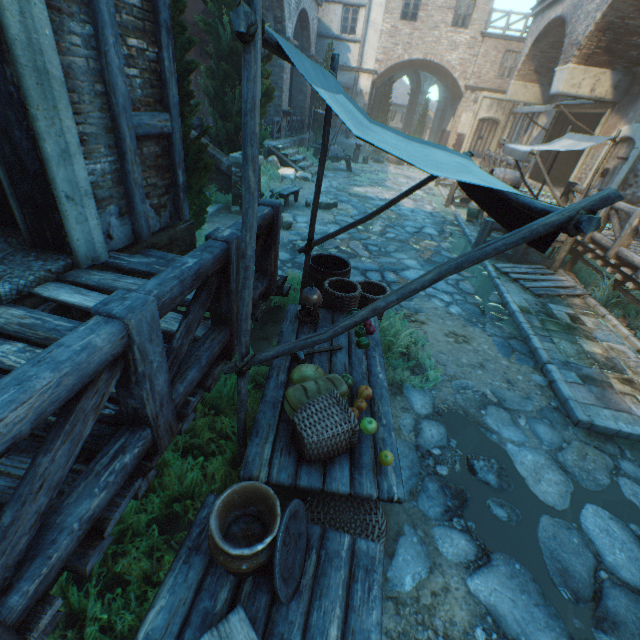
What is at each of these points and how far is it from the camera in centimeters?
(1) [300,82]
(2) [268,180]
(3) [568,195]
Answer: (1) building, 1923cm
(2) plants, 1188cm
(3) fence, 859cm

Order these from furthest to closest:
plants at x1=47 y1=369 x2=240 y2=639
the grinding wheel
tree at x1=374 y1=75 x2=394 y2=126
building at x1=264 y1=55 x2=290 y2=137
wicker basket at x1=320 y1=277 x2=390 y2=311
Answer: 1. tree at x1=374 y1=75 x2=394 y2=126
2. the grinding wheel
3. building at x1=264 y1=55 x2=290 y2=137
4. wicker basket at x1=320 y1=277 x2=390 y2=311
5. plants at x1=47 y1=369 x2=240 y2=639

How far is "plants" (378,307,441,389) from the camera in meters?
4.0

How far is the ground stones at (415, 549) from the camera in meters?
2.3 m

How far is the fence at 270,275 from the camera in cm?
290

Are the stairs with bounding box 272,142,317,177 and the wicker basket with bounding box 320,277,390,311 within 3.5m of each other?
no

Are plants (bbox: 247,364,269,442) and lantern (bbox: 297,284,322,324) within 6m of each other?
yes

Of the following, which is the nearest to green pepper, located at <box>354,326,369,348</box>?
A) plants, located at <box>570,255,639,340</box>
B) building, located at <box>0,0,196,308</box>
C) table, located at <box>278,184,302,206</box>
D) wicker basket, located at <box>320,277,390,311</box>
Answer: wicker basket, located at <box>320,277,390,311</box>
